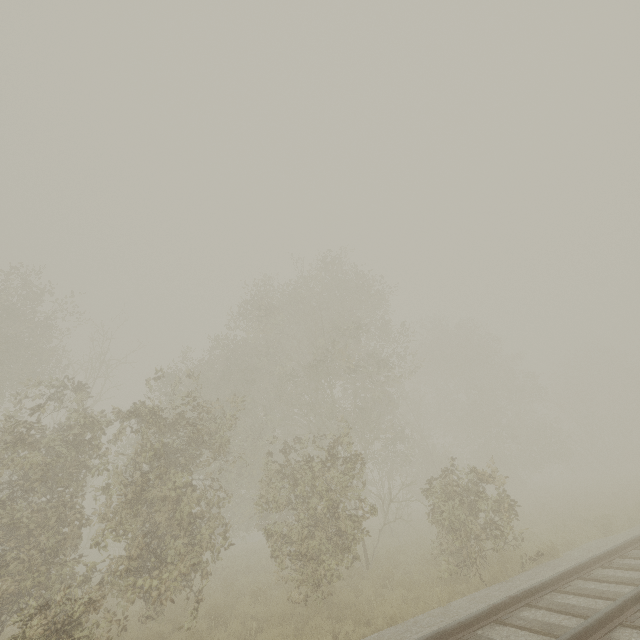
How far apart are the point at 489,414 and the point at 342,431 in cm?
2410
